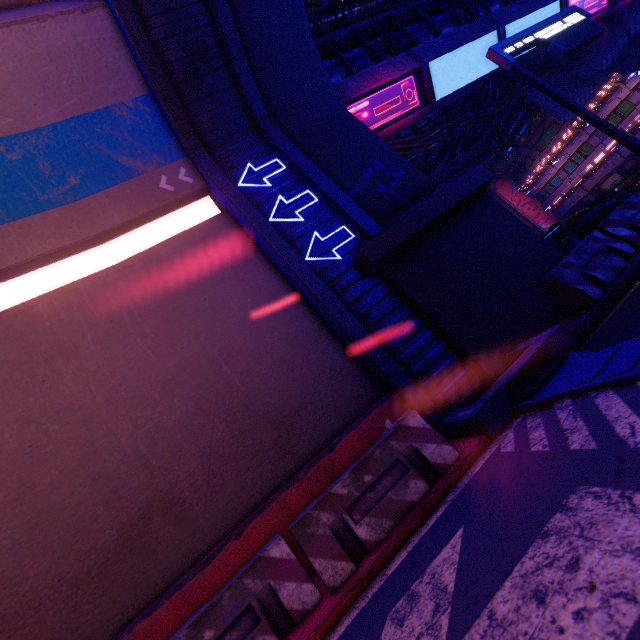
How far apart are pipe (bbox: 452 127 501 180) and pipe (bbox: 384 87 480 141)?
7.12m

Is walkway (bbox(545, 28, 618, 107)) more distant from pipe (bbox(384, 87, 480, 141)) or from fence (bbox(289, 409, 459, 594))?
fence (bbox(289, 409, 459, 594))

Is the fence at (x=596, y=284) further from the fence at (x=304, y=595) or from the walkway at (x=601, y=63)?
the walkway at (x=601, y=63)

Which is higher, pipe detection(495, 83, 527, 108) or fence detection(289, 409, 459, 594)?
pipe detection(495, 83, 527, 108)

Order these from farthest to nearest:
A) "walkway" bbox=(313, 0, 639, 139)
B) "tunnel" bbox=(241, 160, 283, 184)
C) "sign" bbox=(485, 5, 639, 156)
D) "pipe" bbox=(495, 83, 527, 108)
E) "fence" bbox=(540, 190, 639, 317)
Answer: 1. "pipe" bbox=(495, 83, 527, 108)
2. "walkway" bbox=(313, 0, 639, 139)
3. "sign" bbox=(485, 5, 639, 156)
4. "tunnel" bbox=(241, 160, 283, 184)
5. "fence" bbox=(540, 190, 639, 317)

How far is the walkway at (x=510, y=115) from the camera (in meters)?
27.30

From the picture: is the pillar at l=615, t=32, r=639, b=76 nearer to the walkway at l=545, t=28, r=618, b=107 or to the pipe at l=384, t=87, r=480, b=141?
the walkway at l=545, t=28, r=618, b=107

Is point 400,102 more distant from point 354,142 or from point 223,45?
point 223,45
